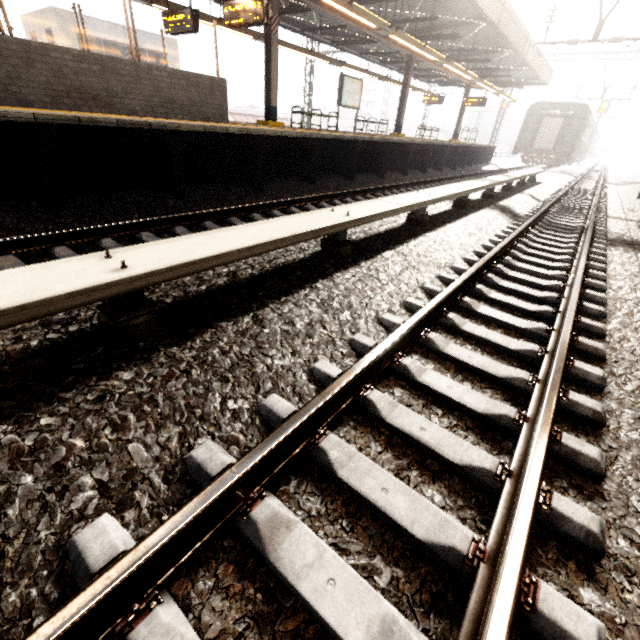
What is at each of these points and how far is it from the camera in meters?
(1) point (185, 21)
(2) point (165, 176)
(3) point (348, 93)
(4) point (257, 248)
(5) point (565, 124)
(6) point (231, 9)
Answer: (1) sign, 9.1
(2) platform underside, 6.1
(3) sign, 13.7
(4) electrical rail conduit, 2.7
(5) train, 23.8
(6) sign, 8.0

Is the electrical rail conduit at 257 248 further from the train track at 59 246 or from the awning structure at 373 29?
the awning structure at 373 29

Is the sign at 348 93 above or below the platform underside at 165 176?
above

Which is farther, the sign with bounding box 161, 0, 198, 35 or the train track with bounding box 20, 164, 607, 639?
the sign with bounding box 161, 0, 198, 35

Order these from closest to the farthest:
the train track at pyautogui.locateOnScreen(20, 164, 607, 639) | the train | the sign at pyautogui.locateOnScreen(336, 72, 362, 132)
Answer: the train track at pyautogui.locateOnScreen(20, 164, 607, 639)
the sign at pyautogui.locateOnScreen(336, 72, 362, 132)
the train

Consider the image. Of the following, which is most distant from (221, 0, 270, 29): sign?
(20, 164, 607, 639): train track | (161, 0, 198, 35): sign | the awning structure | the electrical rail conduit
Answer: (20, 164, 607, 639): train track

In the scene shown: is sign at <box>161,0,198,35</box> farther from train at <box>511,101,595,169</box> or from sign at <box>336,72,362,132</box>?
train at <box>511,101,595,169</box>

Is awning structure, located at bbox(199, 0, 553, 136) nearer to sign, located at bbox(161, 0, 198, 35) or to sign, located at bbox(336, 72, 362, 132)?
sign, located at bbox(161, 0, 198, 35)
